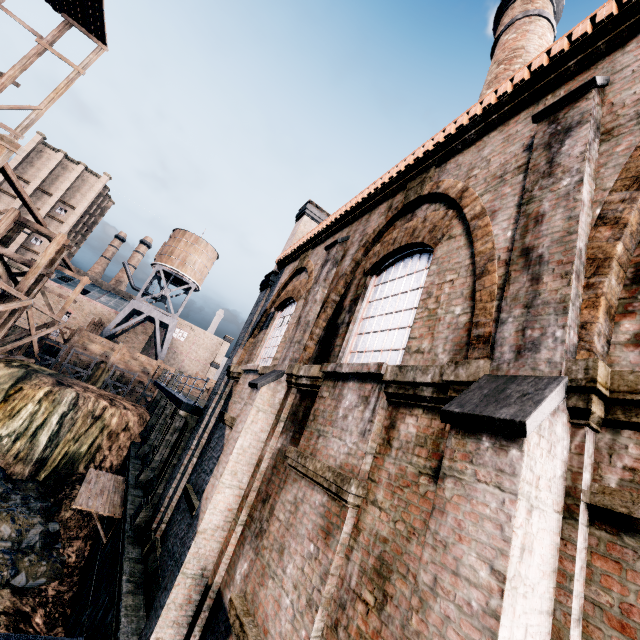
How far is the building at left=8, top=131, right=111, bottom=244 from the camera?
52.8 meters

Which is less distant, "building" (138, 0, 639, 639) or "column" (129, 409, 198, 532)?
"building" (138, 0, 639, 639)

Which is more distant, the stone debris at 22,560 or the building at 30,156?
the building at 30,156

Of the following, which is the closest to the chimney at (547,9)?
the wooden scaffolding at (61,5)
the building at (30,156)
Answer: the wooden scaffolding at (61,5)

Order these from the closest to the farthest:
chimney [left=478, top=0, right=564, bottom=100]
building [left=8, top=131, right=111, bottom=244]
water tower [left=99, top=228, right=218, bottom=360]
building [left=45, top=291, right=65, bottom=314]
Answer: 1. chimney [left=478, top=0, right=564, bottom=100]
2. water tower [left=99, top=228, right=218, bottom=360]
3. building [left=45, top=291, right=65, bottom=314]
4. building [left=8, top=131, right=111, bottom=244]

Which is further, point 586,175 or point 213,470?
point 213,470

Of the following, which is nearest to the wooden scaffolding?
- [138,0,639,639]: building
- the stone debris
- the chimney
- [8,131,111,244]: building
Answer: the stone debris

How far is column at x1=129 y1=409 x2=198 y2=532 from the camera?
12.25m
